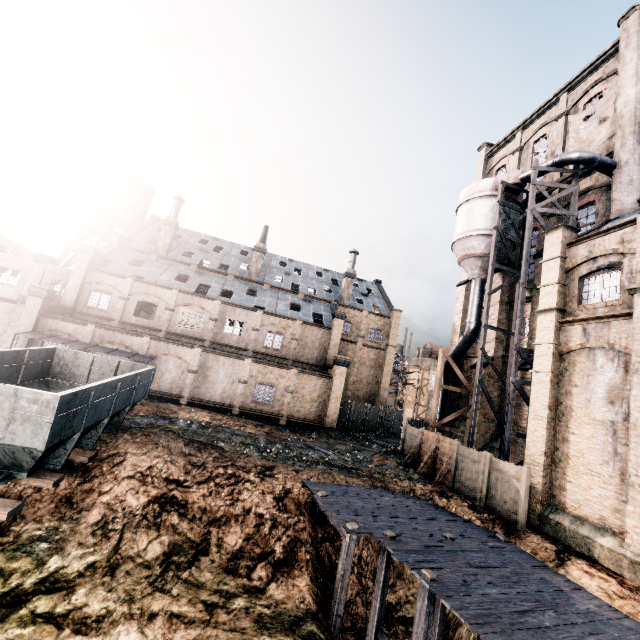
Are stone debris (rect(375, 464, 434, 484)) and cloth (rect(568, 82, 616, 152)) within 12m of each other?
no

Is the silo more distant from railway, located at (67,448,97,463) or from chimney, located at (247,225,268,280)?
chimney, located at (247,225,268,280)

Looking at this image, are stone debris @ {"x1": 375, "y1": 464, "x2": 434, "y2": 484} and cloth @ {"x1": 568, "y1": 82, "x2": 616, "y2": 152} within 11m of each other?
no

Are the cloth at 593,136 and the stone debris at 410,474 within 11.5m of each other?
no

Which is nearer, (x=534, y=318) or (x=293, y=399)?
(x=534, y=318)

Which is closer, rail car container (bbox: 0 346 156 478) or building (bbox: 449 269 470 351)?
rail car container (bbox: 0 346 156 478)

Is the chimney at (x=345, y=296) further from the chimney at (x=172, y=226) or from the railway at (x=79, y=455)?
the railway at (x=79, y=455)

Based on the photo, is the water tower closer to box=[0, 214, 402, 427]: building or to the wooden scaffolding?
box=[0, 214, 402, 427]: building
